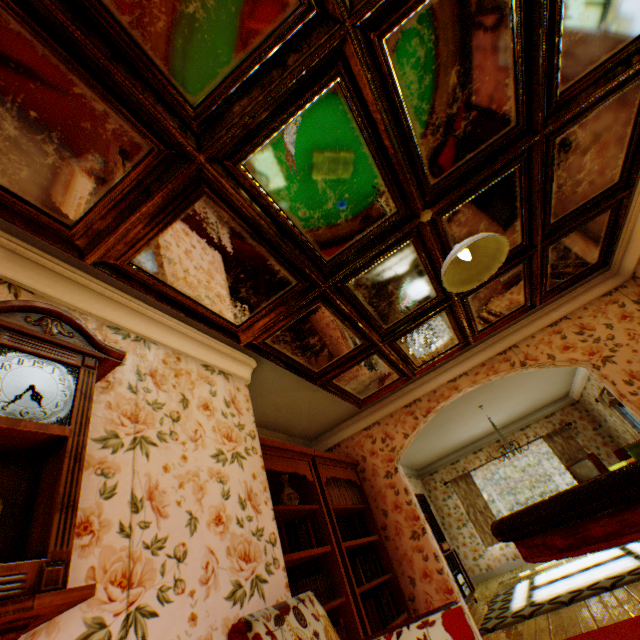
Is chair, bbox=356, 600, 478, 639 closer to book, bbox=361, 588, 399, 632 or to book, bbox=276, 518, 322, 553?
book, bbox=276, 518, 322, 553

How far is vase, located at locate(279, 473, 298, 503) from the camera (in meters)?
3.51

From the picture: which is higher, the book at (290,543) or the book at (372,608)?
the book at (290,543)

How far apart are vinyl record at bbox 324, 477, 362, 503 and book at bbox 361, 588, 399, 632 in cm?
97

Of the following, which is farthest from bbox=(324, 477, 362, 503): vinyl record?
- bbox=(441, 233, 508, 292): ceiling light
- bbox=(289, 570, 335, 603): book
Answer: bbox=(441, 233, 508, 292): ceiling light

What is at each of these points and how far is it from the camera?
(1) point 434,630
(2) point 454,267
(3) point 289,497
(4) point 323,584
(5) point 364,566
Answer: (1) chair, 1.7 meters
(2) ceiling light, 2.4 meters
(3) vase, 3.5 meters
(4) book, 3.2 meters
(5) book, 3.9 meters

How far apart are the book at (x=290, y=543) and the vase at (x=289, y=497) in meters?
0.1 m

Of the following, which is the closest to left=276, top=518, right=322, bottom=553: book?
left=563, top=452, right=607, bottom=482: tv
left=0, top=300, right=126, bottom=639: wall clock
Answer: left=0, top=300, right=126, bottom=639: wall clock
